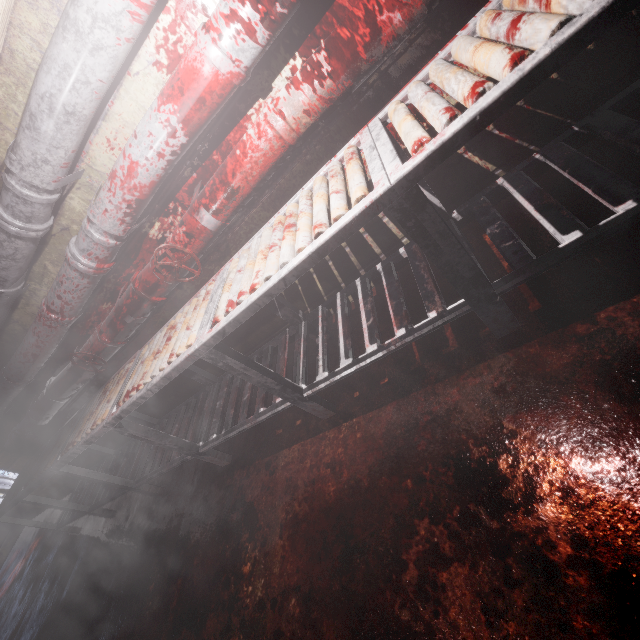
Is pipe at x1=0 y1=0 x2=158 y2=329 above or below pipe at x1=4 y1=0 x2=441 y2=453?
above

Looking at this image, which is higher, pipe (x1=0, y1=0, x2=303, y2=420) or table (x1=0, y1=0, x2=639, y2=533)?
pipe (x1=0, y1=0, x2=303, y2=420)

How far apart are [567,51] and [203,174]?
1.46m

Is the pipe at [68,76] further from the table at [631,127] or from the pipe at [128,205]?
the table at [631,127]

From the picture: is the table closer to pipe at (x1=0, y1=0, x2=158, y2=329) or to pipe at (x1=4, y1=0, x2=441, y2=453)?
pipe at (x1=4, y1=0, x2=441, y2=453)

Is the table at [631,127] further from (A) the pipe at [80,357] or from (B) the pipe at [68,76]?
(B) the pipe at [68,76]

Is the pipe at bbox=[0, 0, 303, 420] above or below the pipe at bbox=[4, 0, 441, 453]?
above

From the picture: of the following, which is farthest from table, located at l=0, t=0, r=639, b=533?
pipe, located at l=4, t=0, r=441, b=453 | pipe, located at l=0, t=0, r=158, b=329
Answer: pipe, located at l=0, t=0, r=158, b=329
